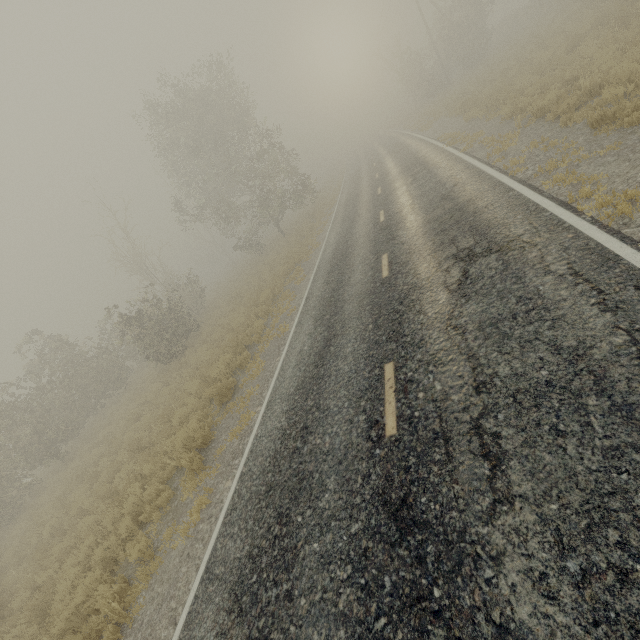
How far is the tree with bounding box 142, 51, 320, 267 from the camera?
22.5m

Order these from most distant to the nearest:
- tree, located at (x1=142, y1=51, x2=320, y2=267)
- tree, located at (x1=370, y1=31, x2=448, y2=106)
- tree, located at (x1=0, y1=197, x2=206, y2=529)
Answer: tree, located at (x1=370, y1=31, x2=448, y2=106), tree, located at (x1=142, y1=51, x2=320, y2=267), tree, located at (x1=0, y1=197, x2=206, y2=529)

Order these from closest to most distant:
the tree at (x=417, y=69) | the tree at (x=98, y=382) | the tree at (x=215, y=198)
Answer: the tree at (x=98, y=382), the tree at (x=215, y=198), the tree at (x=417, y=69)

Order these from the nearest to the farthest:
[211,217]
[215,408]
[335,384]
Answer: [335,384], [215,408], [211,217]

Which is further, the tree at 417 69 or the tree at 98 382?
the tree at 417 69

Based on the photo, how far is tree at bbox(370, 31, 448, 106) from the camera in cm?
3341

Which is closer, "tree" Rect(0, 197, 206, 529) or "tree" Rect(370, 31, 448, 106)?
"tree" Rect(0, 197, 206, 529)
